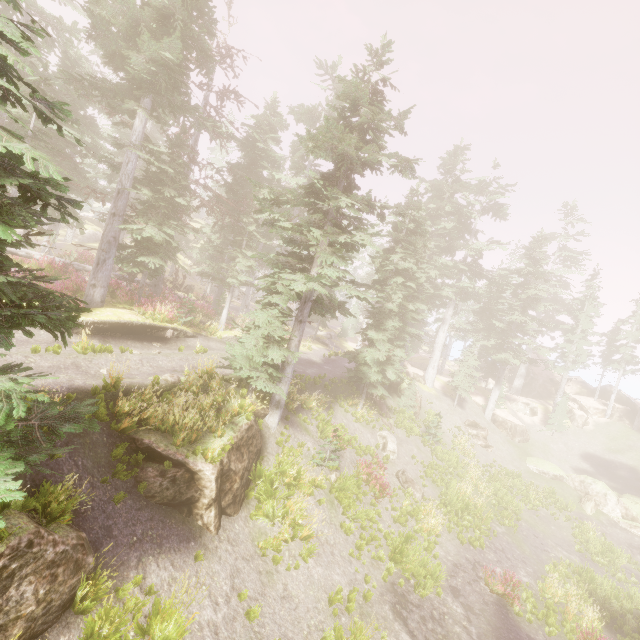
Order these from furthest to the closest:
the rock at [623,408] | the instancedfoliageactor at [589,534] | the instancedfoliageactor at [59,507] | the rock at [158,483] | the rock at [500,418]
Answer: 1. the rock at [623,408]
2. the rock at [500,418]
3. the instancedfoliageactor at [589,534]
4. the rock at [158,483]
5. the instancedfoliageactor at [59,507]

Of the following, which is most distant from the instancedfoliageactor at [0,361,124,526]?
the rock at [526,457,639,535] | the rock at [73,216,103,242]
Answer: the rock at [526,457,639,535]

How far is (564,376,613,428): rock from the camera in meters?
38.3 m

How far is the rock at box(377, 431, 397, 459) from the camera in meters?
21.0

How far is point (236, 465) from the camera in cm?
1095

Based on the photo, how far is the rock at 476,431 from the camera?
30.0m

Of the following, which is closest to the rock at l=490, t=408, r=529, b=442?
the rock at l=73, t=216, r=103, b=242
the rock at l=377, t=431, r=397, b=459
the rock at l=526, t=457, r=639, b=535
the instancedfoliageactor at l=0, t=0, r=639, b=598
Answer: the instancedfoliageactor at l=0, t=0, r=639, b=598
